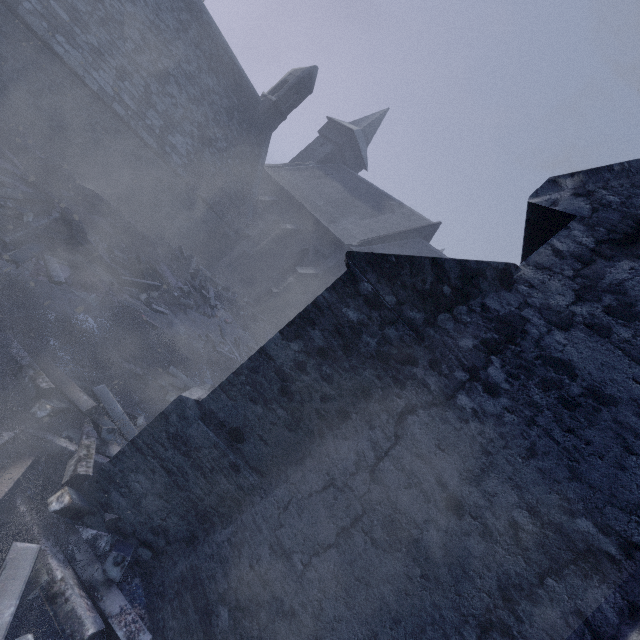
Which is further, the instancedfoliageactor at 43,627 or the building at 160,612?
the instancedfoliageactor at 43,627

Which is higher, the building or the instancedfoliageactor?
the building

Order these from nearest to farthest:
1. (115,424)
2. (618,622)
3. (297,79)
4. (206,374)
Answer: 1. (618,622)
2. (115,424)
3. (206,374)
4. (297,79)

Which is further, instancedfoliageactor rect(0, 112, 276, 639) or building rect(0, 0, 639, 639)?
instancedfoliageactor rect(0, 112, 276, 639)

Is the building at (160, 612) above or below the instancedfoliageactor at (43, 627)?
above
